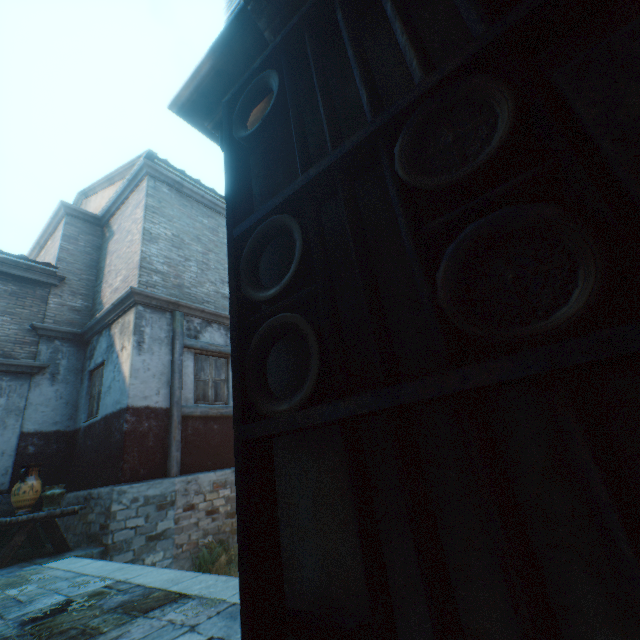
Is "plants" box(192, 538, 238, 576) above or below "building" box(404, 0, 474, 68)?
below

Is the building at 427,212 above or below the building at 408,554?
A: above

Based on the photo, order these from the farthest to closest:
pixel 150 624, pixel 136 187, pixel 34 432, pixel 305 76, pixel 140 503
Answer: pixel 136 187 → pixel 34 432 → pixel 140 503 → pixel 150 624 → pixel 305 76

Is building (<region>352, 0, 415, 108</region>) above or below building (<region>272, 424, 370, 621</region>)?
above

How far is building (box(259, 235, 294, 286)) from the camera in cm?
130

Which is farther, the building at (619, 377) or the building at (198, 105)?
the building at (198, 105)
